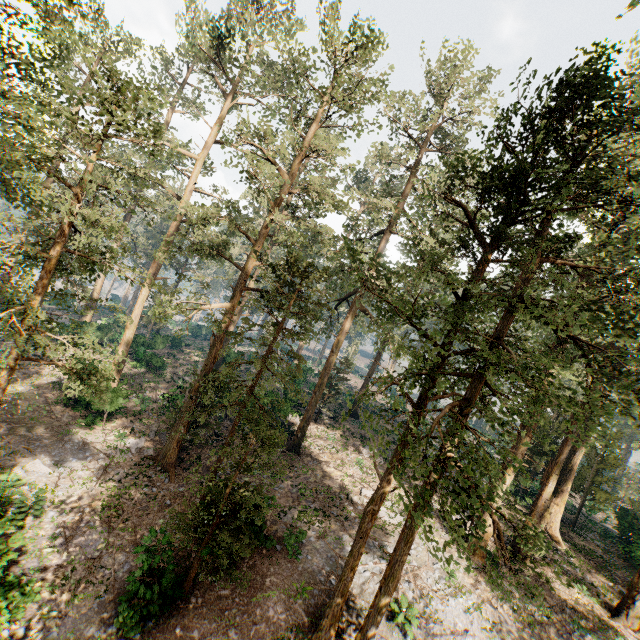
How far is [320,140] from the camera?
20.8 meters

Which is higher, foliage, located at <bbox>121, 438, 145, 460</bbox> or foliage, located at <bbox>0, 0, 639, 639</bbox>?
foliage, located at <bbox>0, 0, 639, 639</bbox>

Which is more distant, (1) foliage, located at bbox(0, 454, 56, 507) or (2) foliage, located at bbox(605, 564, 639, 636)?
(2) foliage, located at bbox(605, 564, 639, 636)

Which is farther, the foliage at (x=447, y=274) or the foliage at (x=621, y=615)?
the foliage at (x=621, y=615)

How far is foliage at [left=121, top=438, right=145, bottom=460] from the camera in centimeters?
1936cm
